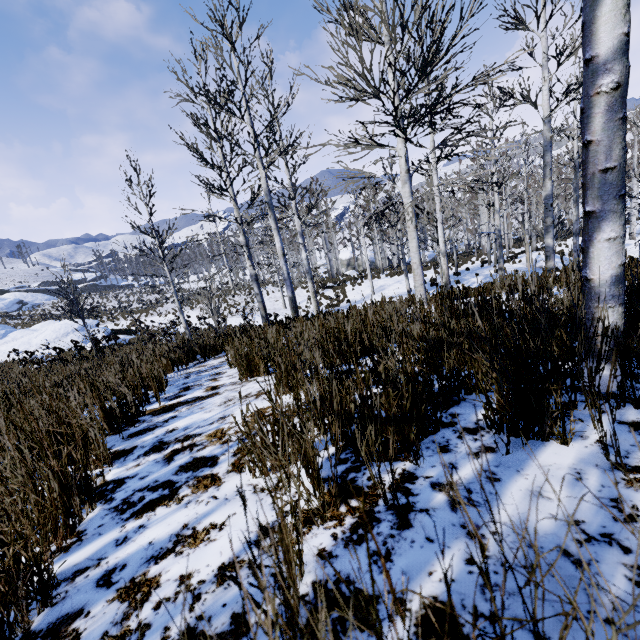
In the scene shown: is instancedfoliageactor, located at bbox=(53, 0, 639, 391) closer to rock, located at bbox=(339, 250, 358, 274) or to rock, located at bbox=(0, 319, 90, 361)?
rock, located at bbox=(0, 319, 90, 361)

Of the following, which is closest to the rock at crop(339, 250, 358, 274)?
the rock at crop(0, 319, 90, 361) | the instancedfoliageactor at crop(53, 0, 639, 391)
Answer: the instancedfoliageactor at crop(53, 0, 639, 391)

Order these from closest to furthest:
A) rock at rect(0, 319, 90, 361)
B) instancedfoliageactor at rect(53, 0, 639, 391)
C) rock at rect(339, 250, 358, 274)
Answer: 1. instancedfoliageactor at rect(53, 0, 639, 391)
2. rock at rect(0, 319, 90, 361)
3. rock at rect(339, 250, 358, 274)

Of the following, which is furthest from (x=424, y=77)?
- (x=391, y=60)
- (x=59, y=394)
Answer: (x=59, y=394)

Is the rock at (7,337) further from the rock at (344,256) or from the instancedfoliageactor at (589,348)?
the rock at (344,256)

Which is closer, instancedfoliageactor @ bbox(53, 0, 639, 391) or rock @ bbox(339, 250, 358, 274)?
instancedfoliageactor @ bbox(53, 0, 639, 391)

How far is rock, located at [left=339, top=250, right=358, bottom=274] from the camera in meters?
38.4 m

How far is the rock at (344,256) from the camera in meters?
38.4
